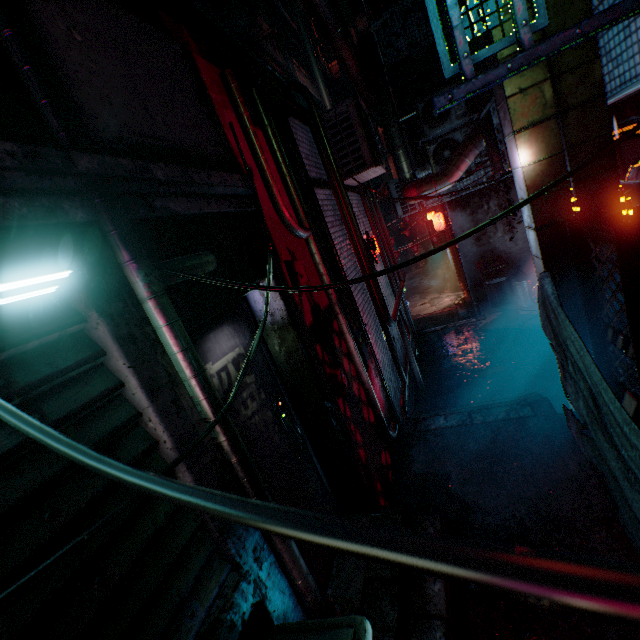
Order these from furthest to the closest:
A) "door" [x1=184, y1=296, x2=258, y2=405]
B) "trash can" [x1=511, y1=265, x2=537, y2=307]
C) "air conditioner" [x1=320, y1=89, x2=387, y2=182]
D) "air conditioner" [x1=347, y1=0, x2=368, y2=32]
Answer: "air conditioner" [x1=347, y1=0, x2=368, y2=32] → "trash can" [x1=511, y1=265, x2=537, y2=307] → "air conditioner" [x1=320, y1=89, x2=387, y2=182] → "door" [x1=184, y1=296, x2=258, y2=405]

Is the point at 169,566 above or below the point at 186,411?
below

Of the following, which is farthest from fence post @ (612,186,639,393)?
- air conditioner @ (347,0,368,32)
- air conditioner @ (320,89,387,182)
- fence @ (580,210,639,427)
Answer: air conditioner @ (347,0,368,32)

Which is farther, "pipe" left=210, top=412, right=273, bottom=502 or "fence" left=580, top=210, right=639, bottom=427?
"fence" left=580, top=210, right=639, bottom=427

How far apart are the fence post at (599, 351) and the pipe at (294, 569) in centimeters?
276cm

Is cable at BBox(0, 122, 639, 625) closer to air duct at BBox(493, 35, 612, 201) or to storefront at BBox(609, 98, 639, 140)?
air duct at BBox(493, 35, 612, 201)

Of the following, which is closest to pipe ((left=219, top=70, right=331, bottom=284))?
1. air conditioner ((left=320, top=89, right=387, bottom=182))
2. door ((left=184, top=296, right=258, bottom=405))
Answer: door ((left=184, top=296, right=258, bottom=405))

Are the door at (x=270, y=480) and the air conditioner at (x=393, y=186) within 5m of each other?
no
